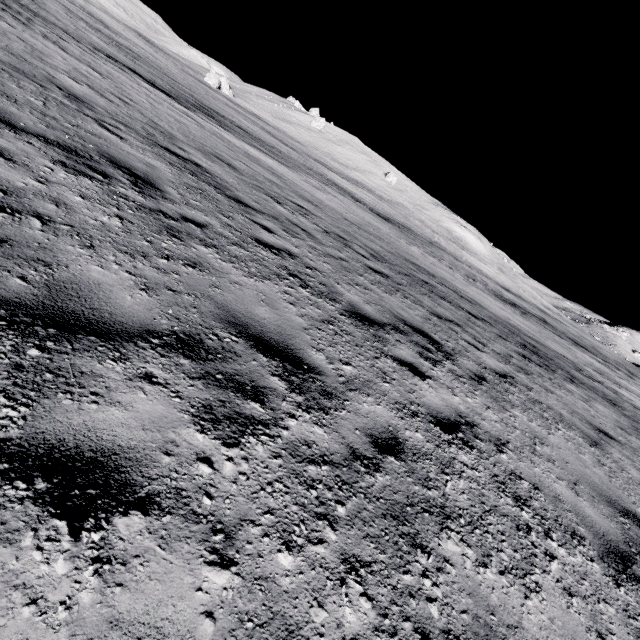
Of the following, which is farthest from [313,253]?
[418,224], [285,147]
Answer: [418,224]
